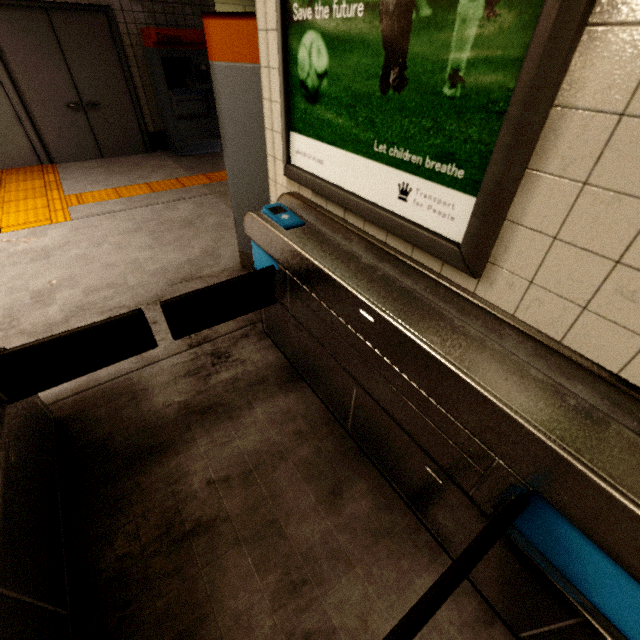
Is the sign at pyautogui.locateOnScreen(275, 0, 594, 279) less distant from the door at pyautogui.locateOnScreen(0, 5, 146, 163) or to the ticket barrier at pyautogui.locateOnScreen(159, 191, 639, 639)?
the ticket barrier at pyautogui.locateOnScreen(159, 191, 639, 639)

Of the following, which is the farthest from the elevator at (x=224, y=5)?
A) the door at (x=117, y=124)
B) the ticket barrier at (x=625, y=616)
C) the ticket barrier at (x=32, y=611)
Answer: the ticket barrier at (x=32, y=611)

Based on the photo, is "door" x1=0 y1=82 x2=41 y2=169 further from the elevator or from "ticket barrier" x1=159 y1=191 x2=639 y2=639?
"ticket barrier" x1=159 y1=191 x2=639 y2=639

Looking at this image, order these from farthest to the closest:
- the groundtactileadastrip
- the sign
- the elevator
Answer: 1. the elevator
2. the groundtactileadastrip
3. the sign

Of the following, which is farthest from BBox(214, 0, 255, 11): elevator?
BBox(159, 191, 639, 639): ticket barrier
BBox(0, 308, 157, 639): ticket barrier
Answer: BBox(0, 308, 157, 639): ticket barrier

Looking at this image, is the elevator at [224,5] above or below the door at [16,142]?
above

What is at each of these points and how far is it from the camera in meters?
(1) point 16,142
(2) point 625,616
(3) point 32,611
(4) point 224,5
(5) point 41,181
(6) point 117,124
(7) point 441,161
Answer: (1) door, 5.3 m
(2) ticket barrier, 0.9 m
(3) ticket barrier, 1.0 m
(4) elevator, 8.9 m
(5) groundtactileadastrip, 5.0 m
(6) door, 5.9 m
(7) sign, 1.0 m

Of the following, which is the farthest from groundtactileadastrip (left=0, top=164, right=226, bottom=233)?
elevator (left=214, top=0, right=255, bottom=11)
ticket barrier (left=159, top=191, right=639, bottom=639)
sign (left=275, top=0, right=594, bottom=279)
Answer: elevator (left=214, top=0, right=255, bottom=11)
